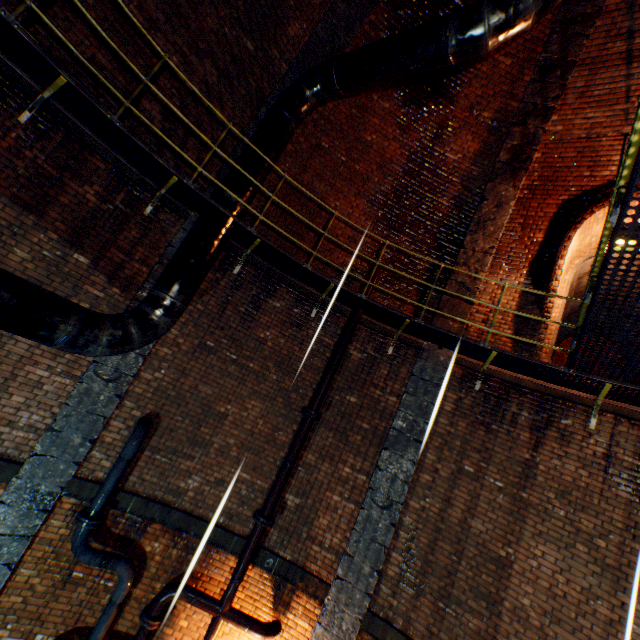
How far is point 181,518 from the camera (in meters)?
5.72

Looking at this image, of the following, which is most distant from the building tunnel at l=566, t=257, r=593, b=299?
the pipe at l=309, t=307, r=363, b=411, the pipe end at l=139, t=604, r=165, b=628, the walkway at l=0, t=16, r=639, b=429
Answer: the pipe end at l=139, t=604, r=165, b=628

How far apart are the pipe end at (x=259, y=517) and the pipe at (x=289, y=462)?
0.04m

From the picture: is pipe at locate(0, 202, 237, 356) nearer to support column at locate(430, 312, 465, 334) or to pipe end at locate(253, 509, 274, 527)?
support column at locate(430, 312, 465, 334)

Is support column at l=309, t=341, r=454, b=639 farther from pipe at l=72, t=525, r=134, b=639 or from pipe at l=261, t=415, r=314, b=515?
pipe at l=261, t=415, r=314, b=515

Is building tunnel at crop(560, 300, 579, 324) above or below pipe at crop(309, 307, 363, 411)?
above

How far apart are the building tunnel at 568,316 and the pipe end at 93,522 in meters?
10.3

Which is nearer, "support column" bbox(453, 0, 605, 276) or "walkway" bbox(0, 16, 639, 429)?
"walkway" bbox(0, 16, 639, 429)
